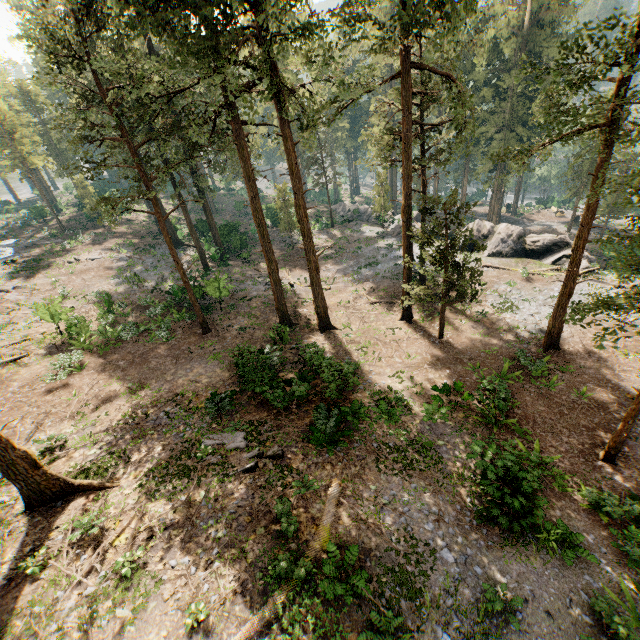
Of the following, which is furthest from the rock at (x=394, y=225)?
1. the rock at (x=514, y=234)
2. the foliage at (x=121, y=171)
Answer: the foliage at (x=121, y=171)

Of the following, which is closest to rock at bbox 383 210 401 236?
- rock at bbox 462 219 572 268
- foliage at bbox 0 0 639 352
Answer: rock at bbox 462 219 572 268

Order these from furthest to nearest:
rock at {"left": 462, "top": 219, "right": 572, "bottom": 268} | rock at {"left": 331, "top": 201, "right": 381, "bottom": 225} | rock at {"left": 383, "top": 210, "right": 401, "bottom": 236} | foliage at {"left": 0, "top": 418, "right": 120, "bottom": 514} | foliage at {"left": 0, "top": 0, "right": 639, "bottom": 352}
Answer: rock at {"left": 331, "top": 201, "right": 381, "bottom": 225}, rock at {"left": 383, "top": 210, "right": 401, "bottom": 236}, rock at {"left": 462, "top": 219, "right": 572, "bottom": 268}, foliage at {"left": 0, "top": 0, "right": 639, "bottom": 352}, foliage at {"left": 0, "top": 418, "right": 120, "bottom": 514}

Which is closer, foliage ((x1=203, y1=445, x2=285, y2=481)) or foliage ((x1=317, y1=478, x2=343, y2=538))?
foliage ((x1=317, y1=478, x2=343, y2=538))

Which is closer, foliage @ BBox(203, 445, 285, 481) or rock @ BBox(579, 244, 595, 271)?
foliage @ BBox(203, 445, 285, 481)

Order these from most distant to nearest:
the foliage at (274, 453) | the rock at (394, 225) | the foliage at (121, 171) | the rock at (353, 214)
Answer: the rock at (353, 214) → the rock at (394, 225) → the foliage at (274, 453) → the foliage at (121, 171)

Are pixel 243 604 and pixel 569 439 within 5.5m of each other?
no

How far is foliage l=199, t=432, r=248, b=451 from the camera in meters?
13.7 m
